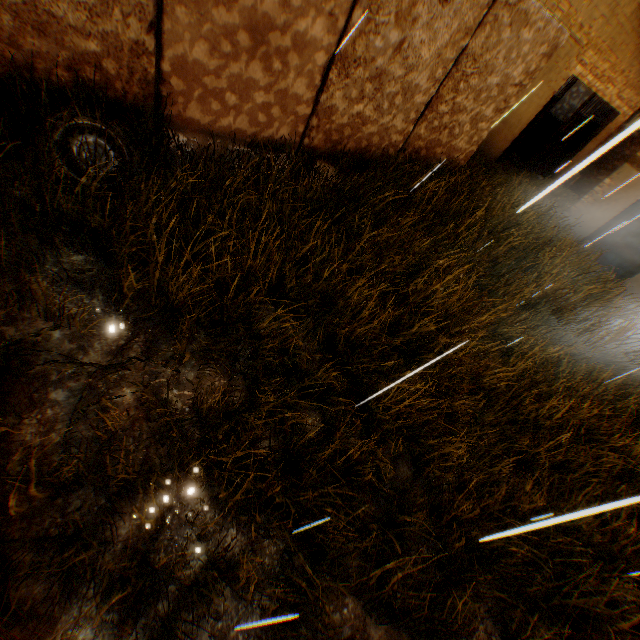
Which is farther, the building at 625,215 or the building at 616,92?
the building at 625,215

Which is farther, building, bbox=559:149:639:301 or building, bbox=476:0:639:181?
building, bbox=559:149:639:301

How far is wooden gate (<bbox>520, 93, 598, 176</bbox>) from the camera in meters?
11.0 m

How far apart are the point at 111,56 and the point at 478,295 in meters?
5.6

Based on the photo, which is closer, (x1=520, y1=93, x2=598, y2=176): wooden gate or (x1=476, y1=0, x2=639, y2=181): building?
(x1=476, y1=0, x2=639, y2=181): building

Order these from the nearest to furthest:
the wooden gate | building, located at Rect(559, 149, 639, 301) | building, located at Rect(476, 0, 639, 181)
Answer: building, located at Rect(476, 0, 639, 181) → building, located at Rect(559, 149, 639, 301) → the wooden gate

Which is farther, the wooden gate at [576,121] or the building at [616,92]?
the wooden gate at [576,121]
